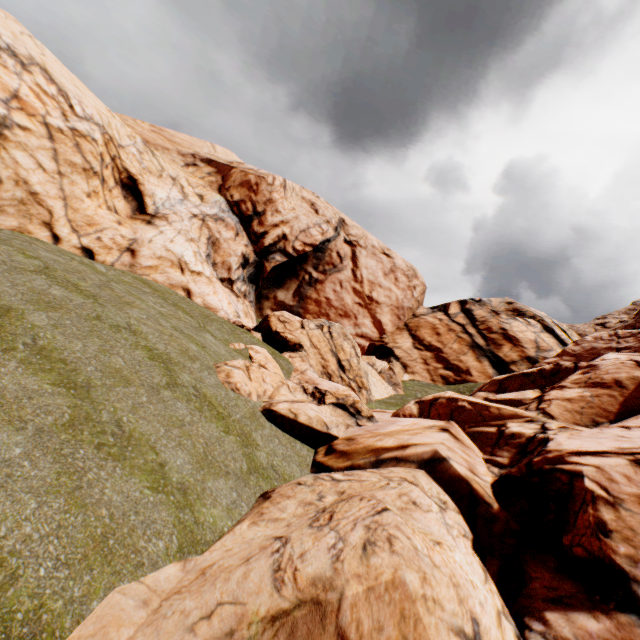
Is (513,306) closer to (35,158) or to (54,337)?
(54,337)
